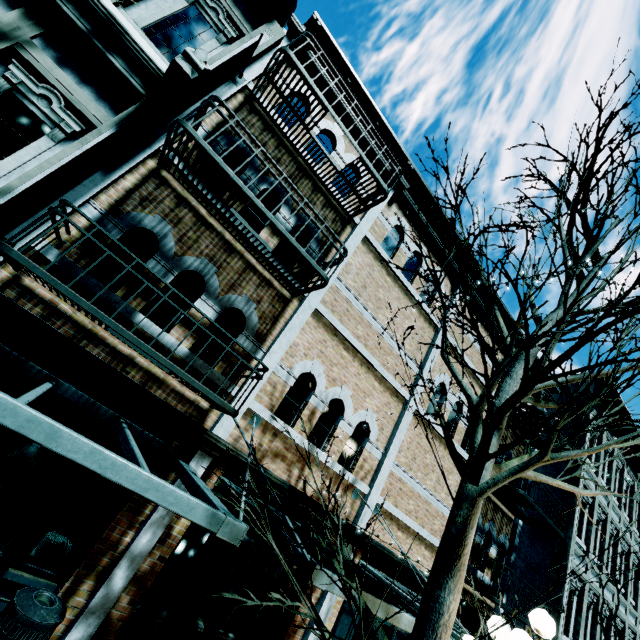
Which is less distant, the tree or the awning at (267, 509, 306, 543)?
the tree

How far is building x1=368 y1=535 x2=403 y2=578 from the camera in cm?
726

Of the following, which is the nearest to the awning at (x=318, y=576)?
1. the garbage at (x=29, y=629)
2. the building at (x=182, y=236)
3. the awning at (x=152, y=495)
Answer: the building at (x=182, y=236)

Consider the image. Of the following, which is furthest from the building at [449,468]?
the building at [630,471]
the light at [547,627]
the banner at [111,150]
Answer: the light at [547,627]

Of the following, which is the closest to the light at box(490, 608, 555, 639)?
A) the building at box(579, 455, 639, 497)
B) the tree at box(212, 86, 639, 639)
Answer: the tree at box(212, 86, 639, 639)

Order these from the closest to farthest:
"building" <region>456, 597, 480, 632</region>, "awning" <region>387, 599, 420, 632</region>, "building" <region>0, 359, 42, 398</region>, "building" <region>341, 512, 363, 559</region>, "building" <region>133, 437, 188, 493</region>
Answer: "awning" <region>387, 599, 420, 632</region>
"building" <region>0, 359, 42, 398</region>
"building" <region>133, 437, 188, 493</region>
"building" <region>341, 512, 363, 559</region>
"building" <region>456, 597, 480, 632</region>

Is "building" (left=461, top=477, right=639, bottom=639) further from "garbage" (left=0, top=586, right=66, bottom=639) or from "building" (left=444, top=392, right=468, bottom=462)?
"garbage" (left=0, top=586, right=66, bottom=639)

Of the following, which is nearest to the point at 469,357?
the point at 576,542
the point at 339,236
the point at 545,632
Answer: the point at 339,236
